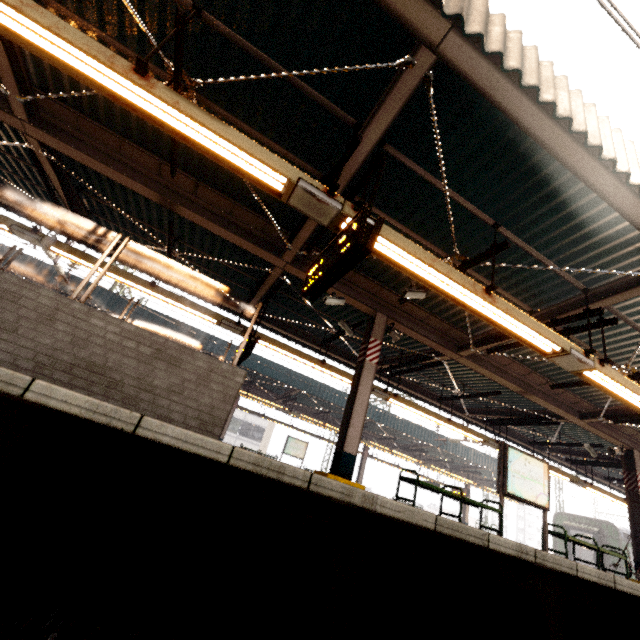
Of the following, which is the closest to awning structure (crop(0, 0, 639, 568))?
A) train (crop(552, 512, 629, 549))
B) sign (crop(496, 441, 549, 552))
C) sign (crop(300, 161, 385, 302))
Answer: sign (crop(300, 161, 385, 302))

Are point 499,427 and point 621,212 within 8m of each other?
no

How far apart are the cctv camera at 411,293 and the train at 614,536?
25.7 meters

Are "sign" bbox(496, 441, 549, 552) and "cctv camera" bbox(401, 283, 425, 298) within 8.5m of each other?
yes

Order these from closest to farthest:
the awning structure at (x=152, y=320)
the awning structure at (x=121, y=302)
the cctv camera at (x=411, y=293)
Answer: the cctv camera at (x=411, y=293)
the awning structure at (x=121, y=302)
the awning structure at (x=152, y=320)

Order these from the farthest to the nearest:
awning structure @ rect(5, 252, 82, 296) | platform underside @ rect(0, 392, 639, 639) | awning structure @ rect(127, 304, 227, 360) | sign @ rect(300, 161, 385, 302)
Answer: awning structure @ rect(127, 304, 227, 360)
awning structure @ rect(5, 252, 82, 296)
sign @ rect(300, 161, 385, 302)
platform underside @ rect(0, 392, 639, 639)

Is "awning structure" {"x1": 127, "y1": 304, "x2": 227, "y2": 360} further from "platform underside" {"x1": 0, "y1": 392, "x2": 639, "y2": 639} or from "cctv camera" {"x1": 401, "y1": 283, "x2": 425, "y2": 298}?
"platform underside" {"x1": 0, "y1": 392, "x2": 639, "y2": 639}

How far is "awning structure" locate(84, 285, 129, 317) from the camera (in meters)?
14.21
